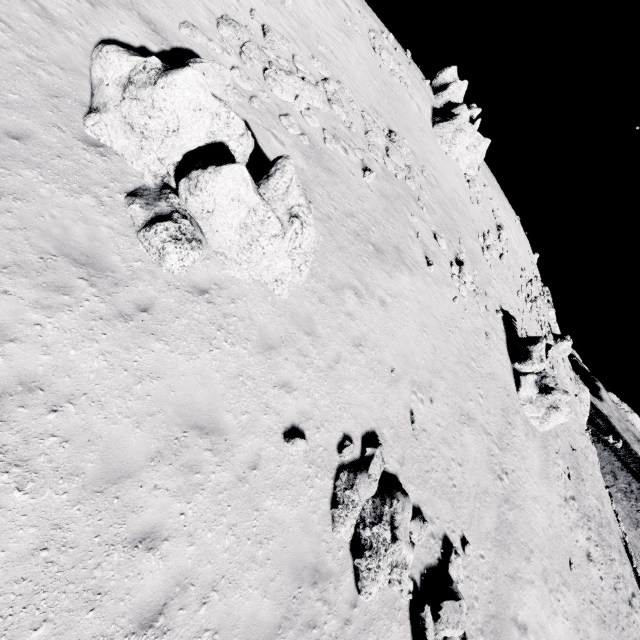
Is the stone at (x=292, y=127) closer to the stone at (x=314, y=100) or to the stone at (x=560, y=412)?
the stone at (x=314, y=100)

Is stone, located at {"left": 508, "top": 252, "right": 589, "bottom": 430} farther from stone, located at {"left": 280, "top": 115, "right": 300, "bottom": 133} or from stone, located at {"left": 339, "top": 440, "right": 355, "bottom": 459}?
stone, located at {"left": 280, "top": 115, "right": 300, "bottom": 133}

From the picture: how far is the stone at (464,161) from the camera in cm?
2705

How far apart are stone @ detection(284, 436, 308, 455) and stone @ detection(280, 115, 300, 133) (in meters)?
11.88

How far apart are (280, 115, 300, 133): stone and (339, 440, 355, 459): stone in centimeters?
1203cm

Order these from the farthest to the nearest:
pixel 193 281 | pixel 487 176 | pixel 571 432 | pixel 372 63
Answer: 1. pixel 487 176
2. pixel 571 432
3. pixel 372 63
4. pixel 193 281

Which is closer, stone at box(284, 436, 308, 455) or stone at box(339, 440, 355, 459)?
stone at box(284, 436, 308, 455)

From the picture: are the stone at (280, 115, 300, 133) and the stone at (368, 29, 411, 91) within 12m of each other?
no
